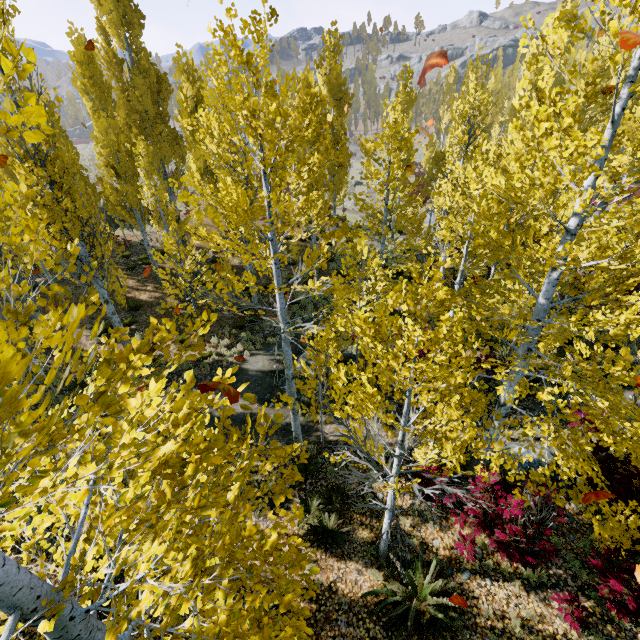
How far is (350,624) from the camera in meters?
6.3
